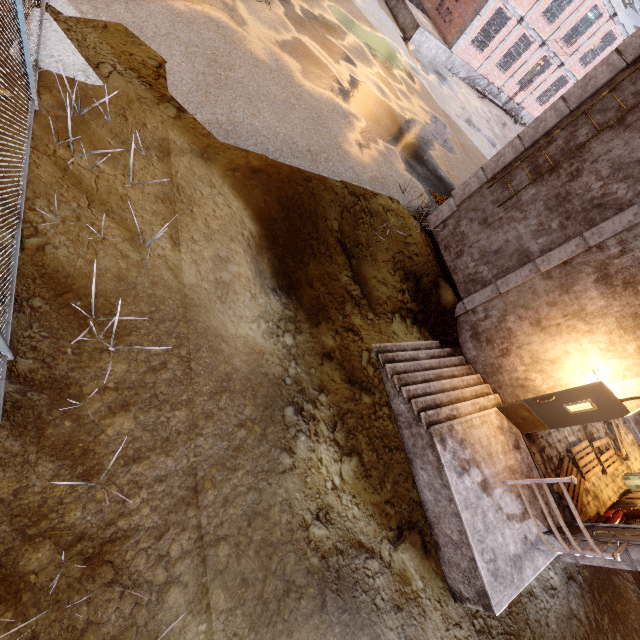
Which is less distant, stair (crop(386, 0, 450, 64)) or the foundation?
stair (crop(386, 0, 450, 64))

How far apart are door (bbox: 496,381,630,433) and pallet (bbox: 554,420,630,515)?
1.8 meters

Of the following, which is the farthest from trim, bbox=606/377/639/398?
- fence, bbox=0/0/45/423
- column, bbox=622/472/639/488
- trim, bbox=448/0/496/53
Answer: trim, bbox=448/0/496/53

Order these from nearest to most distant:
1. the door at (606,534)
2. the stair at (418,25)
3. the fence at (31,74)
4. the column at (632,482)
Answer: the fence at (31,74)
the door at (606,534)
the column at (632,482)
the stair at (418,25)

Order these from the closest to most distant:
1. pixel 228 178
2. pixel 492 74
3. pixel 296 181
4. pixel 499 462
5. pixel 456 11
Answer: pixel 228 178, pixel 499 462, pixel 296 181, pixel 456 11, pixel 492 74

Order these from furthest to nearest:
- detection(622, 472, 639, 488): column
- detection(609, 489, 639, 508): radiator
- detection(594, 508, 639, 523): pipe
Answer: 1. detection(622, 472, 639, 488): column
2. detection(609, 489, 639, 508): radiator
3. detection(594, 508, 639, 523): pipe

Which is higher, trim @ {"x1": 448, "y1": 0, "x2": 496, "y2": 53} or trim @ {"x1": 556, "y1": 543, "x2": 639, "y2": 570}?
trim @ {"x1": 448, "y1": 0, "x2": 496, "y2": 53}

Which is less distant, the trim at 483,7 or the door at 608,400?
the door at 608,400
